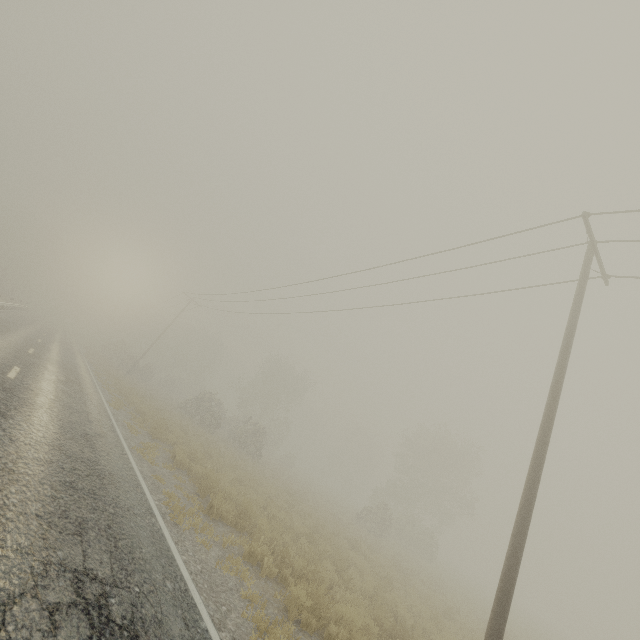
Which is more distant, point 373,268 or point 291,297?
point 291,297
